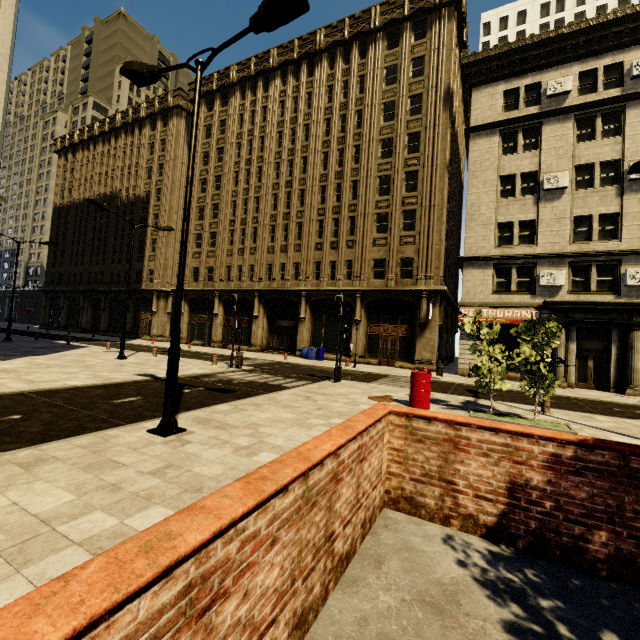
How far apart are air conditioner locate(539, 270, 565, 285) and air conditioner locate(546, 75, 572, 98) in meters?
11.0 m

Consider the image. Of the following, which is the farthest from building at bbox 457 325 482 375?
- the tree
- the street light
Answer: the tree

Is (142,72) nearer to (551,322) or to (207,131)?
(551,322)

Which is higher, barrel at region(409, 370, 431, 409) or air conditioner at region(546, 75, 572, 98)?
air conditioner at region(546, 75, 572, 98)

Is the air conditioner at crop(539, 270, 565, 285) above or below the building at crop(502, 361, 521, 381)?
above

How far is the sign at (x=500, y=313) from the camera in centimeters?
1967cm

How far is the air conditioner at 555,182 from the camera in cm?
1928

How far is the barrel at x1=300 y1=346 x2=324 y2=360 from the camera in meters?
25.4
